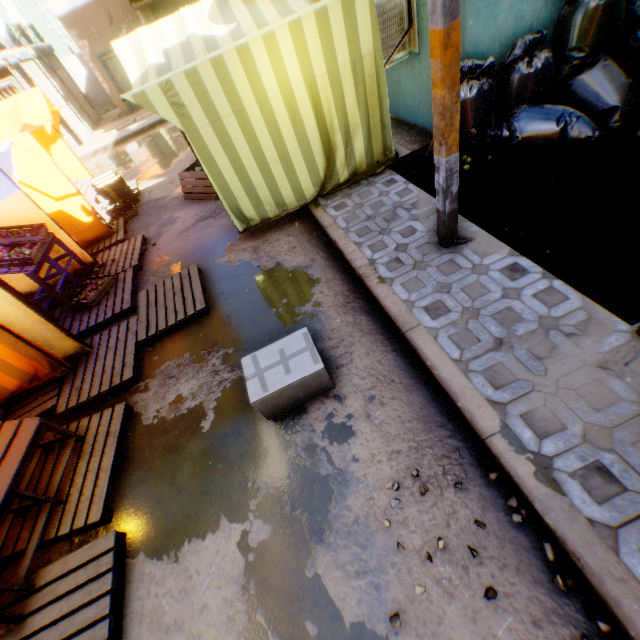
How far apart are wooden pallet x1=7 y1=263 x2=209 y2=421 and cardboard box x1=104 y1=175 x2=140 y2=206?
0.78m

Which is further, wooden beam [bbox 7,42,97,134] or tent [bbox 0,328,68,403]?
wooden beam [bbox 7,42,97,134]

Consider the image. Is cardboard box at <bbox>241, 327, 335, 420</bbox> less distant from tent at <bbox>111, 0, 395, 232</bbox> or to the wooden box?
tent at <bbox>111, 0, 395, 232</bbox>

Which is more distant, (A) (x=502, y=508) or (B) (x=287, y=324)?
(B) (x=287, y=324)

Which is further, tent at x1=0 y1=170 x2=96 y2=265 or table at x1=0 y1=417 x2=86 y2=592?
tent at x1=0 y1=170 x2=96 y2=265

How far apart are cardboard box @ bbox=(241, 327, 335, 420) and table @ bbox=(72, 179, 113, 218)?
6.98m

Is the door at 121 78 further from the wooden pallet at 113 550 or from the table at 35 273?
the wooden pallet at 113 550

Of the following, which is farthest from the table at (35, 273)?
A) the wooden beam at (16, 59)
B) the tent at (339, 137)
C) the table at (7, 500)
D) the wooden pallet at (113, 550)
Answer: the wooden pallet at (113, 550)
